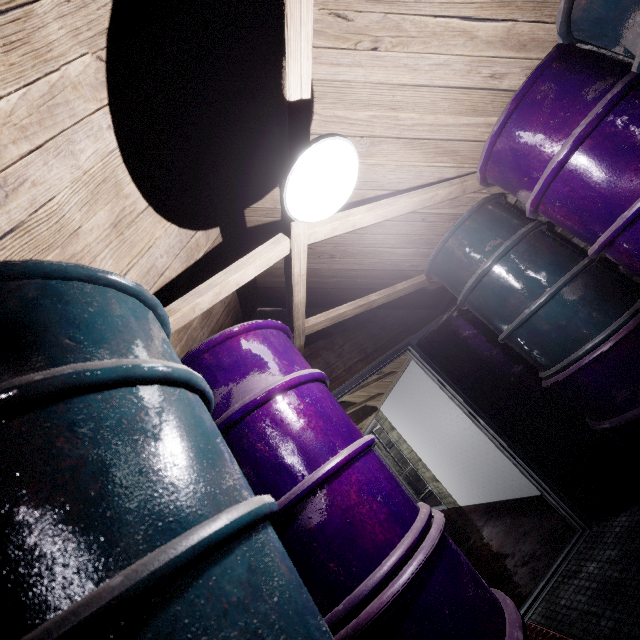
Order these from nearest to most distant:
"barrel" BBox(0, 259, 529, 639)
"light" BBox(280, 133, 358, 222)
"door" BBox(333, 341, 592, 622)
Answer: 1. "barrel" BBox(0, 259, 529, 639)
2. "light" BBox(280, 133, 358, 222)
3. "door" BBox(333, 341, 592, 622)

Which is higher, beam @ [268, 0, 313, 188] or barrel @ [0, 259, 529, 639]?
beam @ [268, 0, 313, 188]

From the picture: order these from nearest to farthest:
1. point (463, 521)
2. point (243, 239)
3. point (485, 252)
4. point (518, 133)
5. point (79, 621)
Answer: point (79, 621) → point (518, 133) → point (485, 252) → point (243, 239) → point (463, 521)

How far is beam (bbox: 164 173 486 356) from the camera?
1.4 meters

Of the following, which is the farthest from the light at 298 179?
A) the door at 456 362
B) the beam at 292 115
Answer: the door at 456 362

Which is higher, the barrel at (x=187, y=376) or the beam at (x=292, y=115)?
the beam at (x=292, y=115)

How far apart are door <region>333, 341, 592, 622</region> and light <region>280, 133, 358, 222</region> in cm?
195

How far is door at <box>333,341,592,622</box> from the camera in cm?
227
